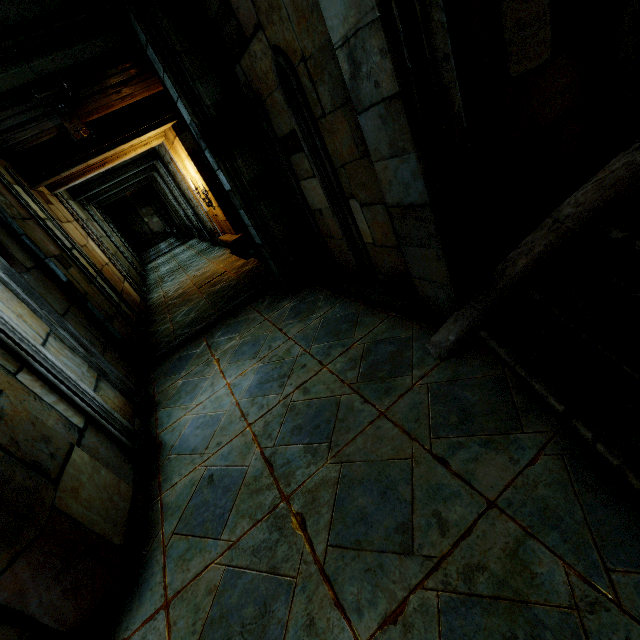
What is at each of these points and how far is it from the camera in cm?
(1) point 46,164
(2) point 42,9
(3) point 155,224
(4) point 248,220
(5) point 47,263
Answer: (1) stone beam, 642
(2) stone beam, 342
(3) stair, 3158
(4) stone column, 480
(5) stone column, 423

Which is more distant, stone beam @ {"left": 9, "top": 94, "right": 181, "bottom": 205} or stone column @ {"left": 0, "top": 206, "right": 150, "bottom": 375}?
stone beam @ {"left": 9, "top": 94, "right": 181, "bottom": 205}

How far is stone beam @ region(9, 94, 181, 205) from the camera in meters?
6.4 m

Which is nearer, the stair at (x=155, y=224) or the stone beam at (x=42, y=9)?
the stone beam at (x=42, y=9)

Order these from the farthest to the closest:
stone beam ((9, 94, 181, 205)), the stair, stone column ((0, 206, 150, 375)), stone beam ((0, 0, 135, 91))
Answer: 1. the stair
2. stone beam ((9, 94, 181, 205))
3. stone column ((0, 206, 150, 375))
4. stone beam ((0, 0, 135, 91))

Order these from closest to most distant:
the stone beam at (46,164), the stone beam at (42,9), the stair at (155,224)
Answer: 1. the stone beam at (42,9)
2. the stone beam at (46,164)
3. the stair at (155,224)

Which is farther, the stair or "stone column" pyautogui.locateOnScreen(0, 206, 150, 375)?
the stair

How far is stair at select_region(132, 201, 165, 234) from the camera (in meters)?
30.58
